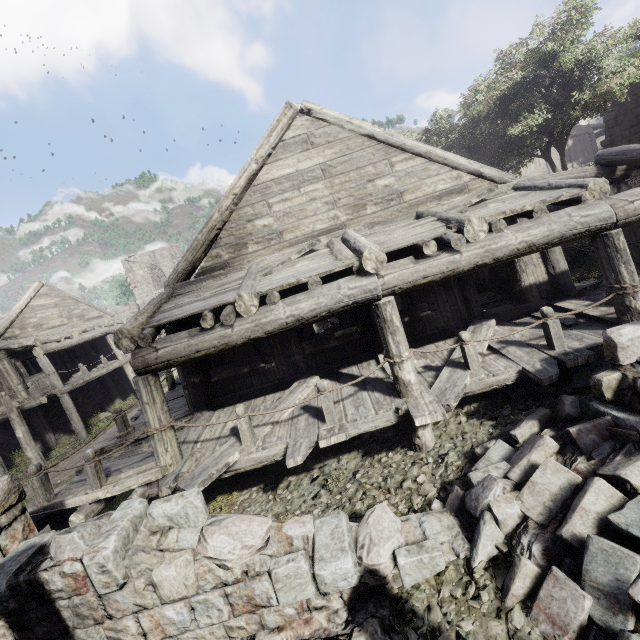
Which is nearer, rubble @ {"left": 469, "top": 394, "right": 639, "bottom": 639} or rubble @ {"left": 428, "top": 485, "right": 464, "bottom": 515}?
rubble @ {"left": 469, "top": 394, "right": 639, "bottom": 639}

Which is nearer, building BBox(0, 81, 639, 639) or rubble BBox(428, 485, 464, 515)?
building BBox(0, 81, 639, 639)

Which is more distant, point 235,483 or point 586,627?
point 235,483

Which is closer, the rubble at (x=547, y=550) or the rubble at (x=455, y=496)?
the rubble at (x=547, y=550)

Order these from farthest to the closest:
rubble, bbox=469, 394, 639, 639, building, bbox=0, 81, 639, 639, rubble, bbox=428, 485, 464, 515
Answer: rubble, bbox=428, 485, 464, 515
building, bbox=0, 81, 639, 639
rubble, bbox=469, 394, 639, 639

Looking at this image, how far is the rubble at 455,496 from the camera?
4.27m

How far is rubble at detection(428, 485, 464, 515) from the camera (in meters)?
4.27
